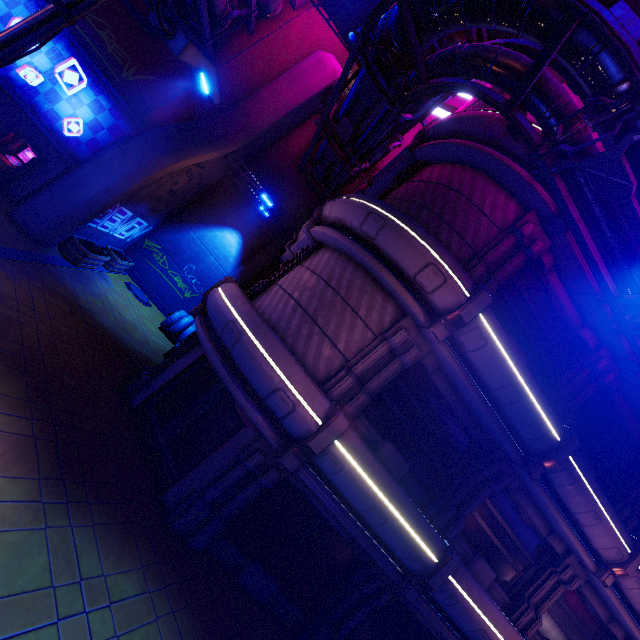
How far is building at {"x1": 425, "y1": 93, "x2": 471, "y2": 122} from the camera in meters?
22.8

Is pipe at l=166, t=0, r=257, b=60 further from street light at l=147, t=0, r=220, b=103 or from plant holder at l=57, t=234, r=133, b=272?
plant holder at l=57, t=234, r=133, b=272

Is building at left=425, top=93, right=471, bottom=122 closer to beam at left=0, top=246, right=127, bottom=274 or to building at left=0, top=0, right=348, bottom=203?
building at left=0, top=0, right=348, bottom=203

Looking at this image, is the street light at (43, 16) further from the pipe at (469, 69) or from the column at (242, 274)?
the column at (242, 274)

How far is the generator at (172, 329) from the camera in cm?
1678

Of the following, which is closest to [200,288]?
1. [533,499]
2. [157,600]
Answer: [157,600]

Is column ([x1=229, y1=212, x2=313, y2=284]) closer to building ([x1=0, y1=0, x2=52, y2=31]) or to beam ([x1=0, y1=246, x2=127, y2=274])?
beam ([x1=0, y1=246, x2=127, y2=274])

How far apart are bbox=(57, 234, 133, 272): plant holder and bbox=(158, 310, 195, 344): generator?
3.7 meters
